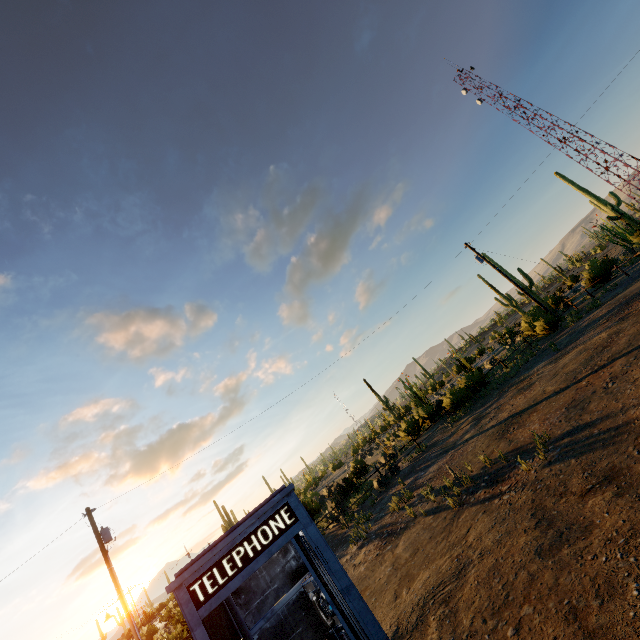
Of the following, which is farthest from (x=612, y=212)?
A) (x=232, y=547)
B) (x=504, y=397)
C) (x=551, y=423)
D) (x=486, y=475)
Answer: (x=232, y=547)

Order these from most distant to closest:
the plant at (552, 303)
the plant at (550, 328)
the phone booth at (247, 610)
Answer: the plant at (552, 303)
the plant at (550, 328)
the phone booth at (247, 610)

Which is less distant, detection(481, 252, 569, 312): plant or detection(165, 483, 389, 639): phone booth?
detection(165, 483, 389, 639): phone booth

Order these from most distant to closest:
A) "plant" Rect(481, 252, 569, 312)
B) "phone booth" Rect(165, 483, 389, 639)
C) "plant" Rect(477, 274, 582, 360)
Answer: "plant" Rect(481, 252, 569, 312) → "plant" Rect(477, 274, 582, 360) → "phone booth" Rect(165, 483, 389, 639)

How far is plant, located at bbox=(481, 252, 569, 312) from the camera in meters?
31.2 m

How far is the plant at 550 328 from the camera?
20.5m
